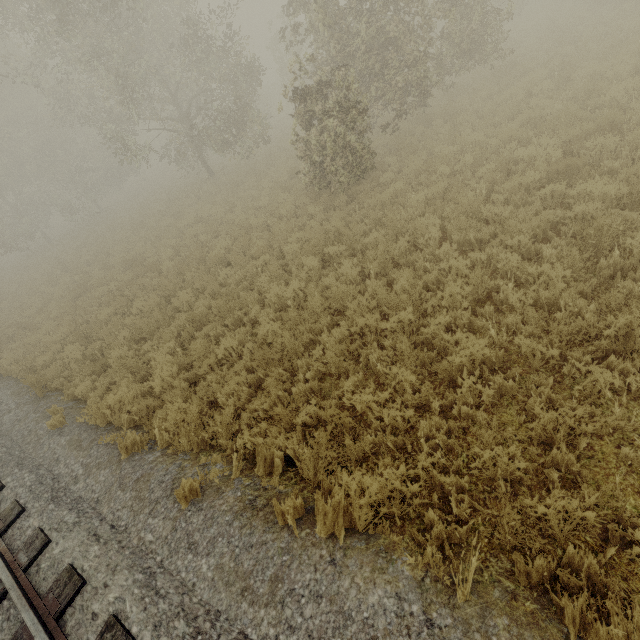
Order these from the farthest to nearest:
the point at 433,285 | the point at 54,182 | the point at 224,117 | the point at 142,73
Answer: the point at 54,182 → the point at 224,117 → the point at 142,73 → the point at 433,285
